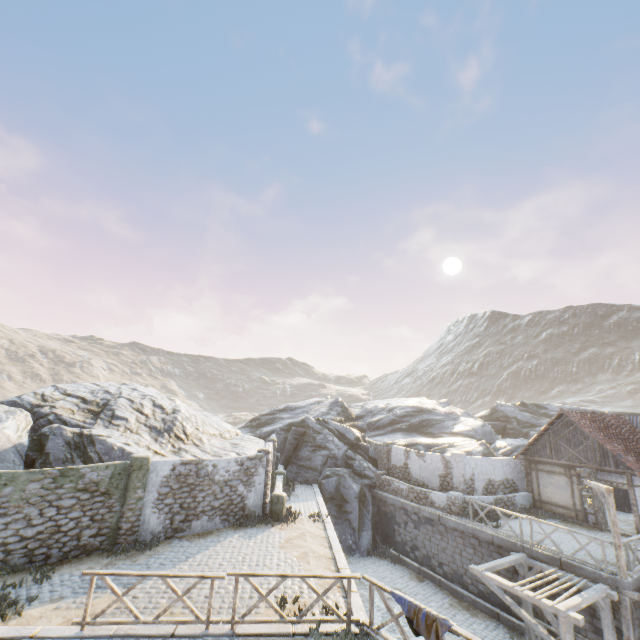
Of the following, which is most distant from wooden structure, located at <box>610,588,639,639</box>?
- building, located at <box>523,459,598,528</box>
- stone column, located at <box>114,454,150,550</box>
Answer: stone column, located at <box>114,454,150,550</box>

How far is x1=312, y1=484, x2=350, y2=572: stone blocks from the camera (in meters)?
11.16

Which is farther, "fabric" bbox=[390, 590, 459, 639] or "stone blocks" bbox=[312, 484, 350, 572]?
"stone blocks" bbox=[312, 484, 350, 572]

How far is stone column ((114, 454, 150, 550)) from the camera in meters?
12.0 m

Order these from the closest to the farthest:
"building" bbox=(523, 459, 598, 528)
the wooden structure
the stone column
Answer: the wooden structure → the stone column → "building" bbox=(523, 459, 598, 528)

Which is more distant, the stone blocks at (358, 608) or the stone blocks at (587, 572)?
the stone blocks at (587, 572)

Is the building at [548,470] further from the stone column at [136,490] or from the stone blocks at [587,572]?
the stone column at [136,490]

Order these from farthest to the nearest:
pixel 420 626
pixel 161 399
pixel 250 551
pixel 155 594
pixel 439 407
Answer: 1. pixel 439 407
2. pixel 161 399
3. pixel 250 551
4. pixel 155 594
5. pixel 420 626
